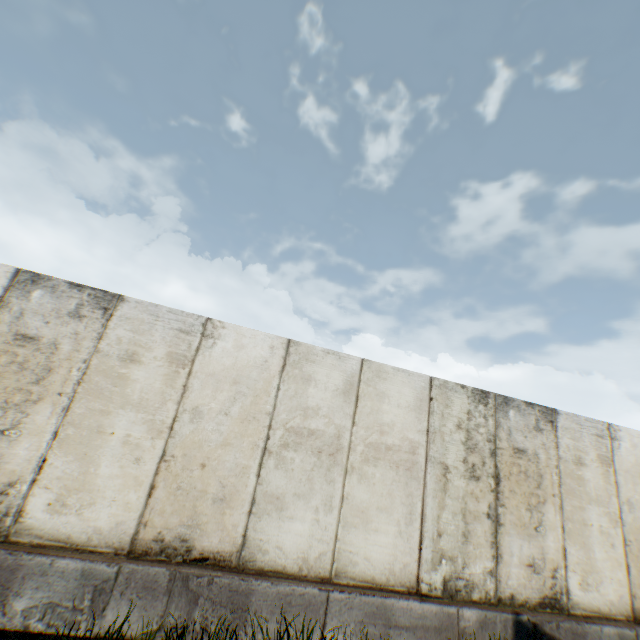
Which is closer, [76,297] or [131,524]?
[131,524]
